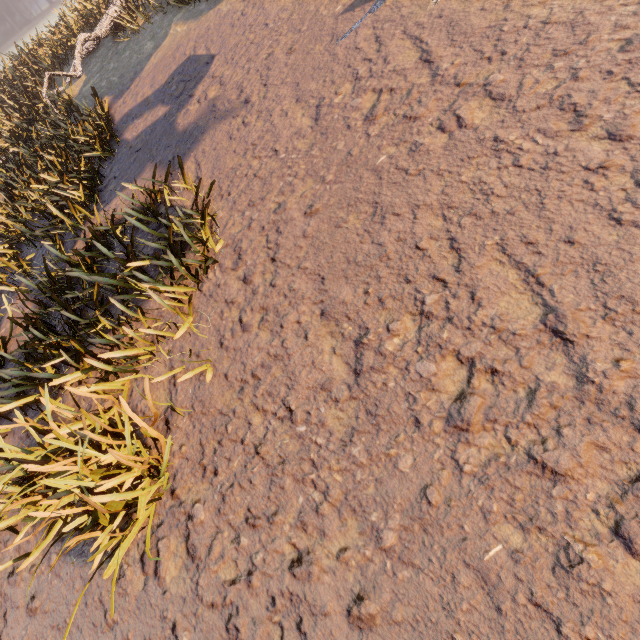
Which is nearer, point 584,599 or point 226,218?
point 584,599
